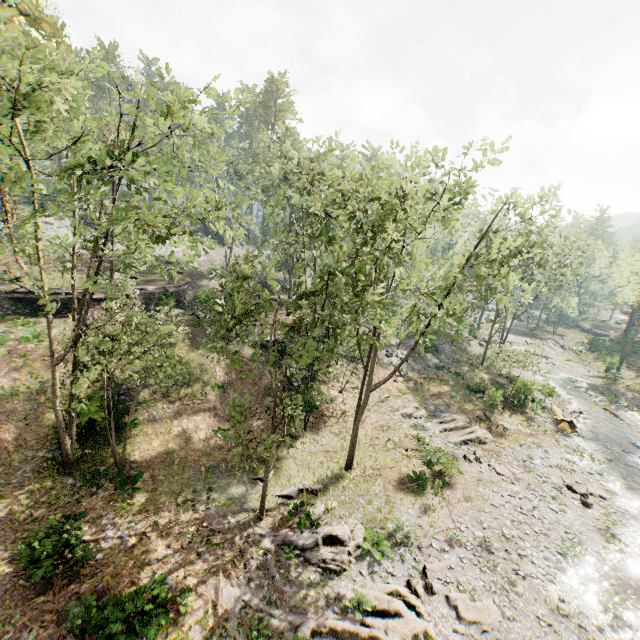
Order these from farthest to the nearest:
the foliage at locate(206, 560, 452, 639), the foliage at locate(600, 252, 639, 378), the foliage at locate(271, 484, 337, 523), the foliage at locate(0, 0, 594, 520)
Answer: the foliage at locate(600, 252, 639, 378) → the foliage at locate(271, 484, 337, 523) → the foliage at locate(206, 560, 452, 639) → the foliage at locate(0, 0, 594, 520)

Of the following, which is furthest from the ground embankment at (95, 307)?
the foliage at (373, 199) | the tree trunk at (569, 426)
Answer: the tree trunk at (569, 426)

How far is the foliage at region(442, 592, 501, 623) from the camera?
12.5m

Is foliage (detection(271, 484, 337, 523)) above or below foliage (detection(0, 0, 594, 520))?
below

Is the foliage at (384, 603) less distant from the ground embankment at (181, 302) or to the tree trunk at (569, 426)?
the ground embankment at (181, 302)

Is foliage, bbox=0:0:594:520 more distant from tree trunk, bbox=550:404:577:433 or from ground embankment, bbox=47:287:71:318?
tree trunk, bbox=550:404:577:433

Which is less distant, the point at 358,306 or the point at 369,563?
the point at 358,306
